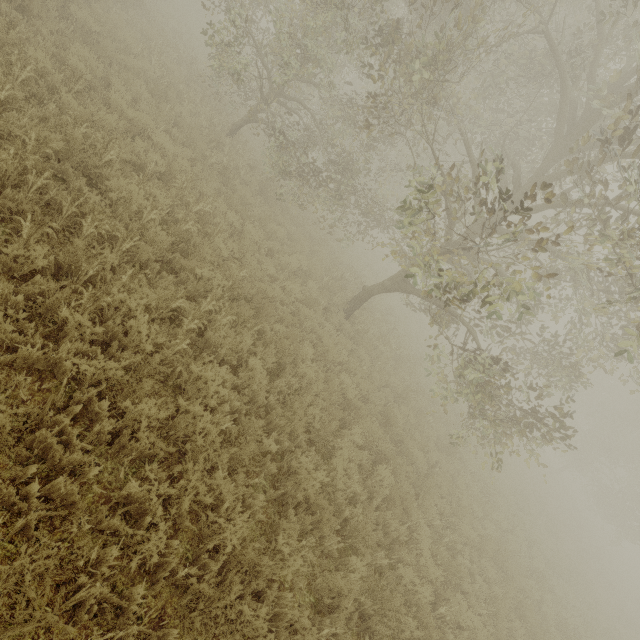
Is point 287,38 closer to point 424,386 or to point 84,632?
point 84,632
